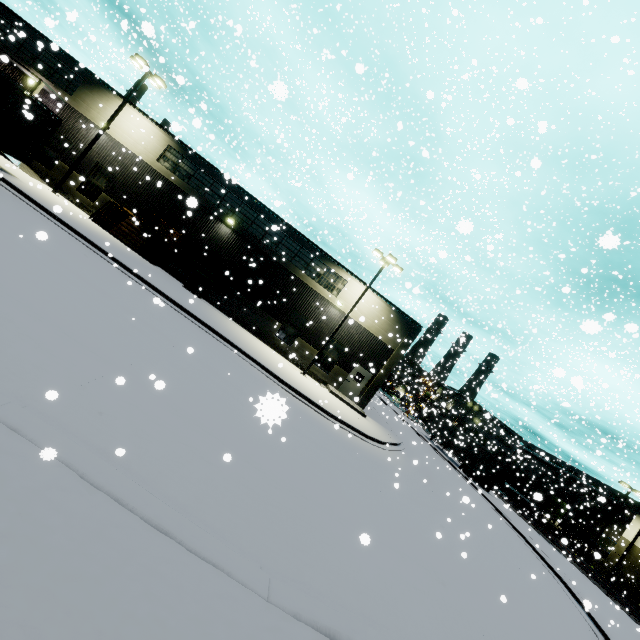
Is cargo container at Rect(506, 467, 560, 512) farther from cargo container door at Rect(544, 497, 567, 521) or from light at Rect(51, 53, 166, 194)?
light at Rect(51, 53, 166, 194)

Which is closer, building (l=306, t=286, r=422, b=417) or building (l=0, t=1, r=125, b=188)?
building (l=0, t=1, r=125, b=188)

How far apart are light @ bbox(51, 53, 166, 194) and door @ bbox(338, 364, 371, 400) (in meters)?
22.58

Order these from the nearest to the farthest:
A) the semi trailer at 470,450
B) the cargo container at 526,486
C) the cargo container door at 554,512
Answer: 1. the semi trailer at 470,450
2. the cargo container at 526,486
3. the cargo container door at 554,512

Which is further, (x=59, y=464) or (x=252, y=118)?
(x=252, y=118)

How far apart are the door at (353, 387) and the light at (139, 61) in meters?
22.6

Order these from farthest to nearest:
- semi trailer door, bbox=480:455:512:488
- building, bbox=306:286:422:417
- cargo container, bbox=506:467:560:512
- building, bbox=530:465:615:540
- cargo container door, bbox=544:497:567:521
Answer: building, bbox=530:465:615:540, cargo container door, bbox=544:497:567:521, cargo container, bbox=506:467:560:512, semi trailer door, bbox=480:455:512:488, building, bbox=306:286:422:417

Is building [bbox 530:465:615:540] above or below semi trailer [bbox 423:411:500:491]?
above
